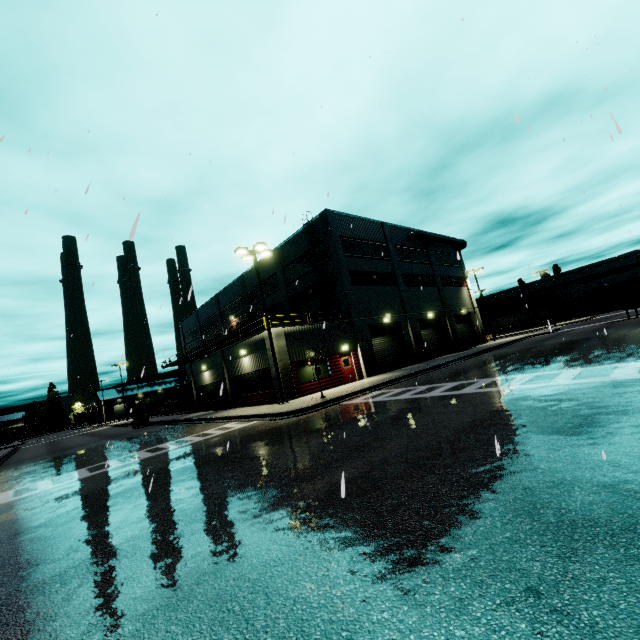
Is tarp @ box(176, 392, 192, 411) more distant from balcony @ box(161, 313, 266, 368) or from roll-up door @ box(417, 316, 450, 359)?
roll-up door @ box(417, 316, 450, 359)

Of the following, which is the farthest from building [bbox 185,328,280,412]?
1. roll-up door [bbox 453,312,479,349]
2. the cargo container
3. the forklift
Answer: the forklift

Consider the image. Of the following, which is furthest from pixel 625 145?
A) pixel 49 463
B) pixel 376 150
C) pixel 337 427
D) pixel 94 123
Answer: pixel 49 463

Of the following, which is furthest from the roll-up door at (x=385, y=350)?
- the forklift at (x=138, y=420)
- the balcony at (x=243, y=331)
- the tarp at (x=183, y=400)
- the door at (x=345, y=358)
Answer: the forklift at (x=138, y=420)

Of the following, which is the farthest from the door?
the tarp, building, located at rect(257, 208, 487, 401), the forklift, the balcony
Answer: the forklift

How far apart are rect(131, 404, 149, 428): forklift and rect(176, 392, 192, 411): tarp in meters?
3.3 m

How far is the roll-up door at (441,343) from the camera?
33.8m

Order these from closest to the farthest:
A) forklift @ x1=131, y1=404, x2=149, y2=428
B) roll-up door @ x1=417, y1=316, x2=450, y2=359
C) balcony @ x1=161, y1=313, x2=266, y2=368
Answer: balcony @ x1=161, y1=313, x2=266, y2=368
forklift @ x1=131, y1=404, x2=149, y2=428
roll-up door @ x1=417, y1=316, x2=450, y2=359
